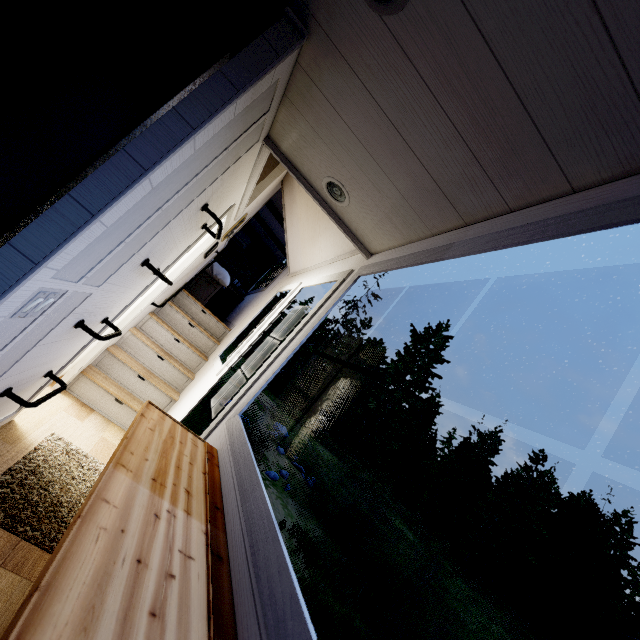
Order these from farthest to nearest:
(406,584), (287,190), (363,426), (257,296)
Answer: (363,426), (406,584), (257,296), (287,190)

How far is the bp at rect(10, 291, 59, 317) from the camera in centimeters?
114cm

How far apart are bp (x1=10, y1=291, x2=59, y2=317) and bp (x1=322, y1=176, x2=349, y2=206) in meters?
1.4

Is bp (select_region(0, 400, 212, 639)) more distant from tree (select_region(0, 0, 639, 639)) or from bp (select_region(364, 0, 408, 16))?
bp (select_region(364, 0, 408, 16))

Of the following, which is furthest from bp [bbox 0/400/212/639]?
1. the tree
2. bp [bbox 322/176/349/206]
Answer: bp [bbox 322/176/349/206]

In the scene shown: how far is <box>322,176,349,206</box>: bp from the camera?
1.8 meters

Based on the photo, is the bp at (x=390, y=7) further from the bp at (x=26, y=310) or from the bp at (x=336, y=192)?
the bp at (x=26, y=310)

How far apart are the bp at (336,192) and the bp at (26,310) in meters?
1.4
